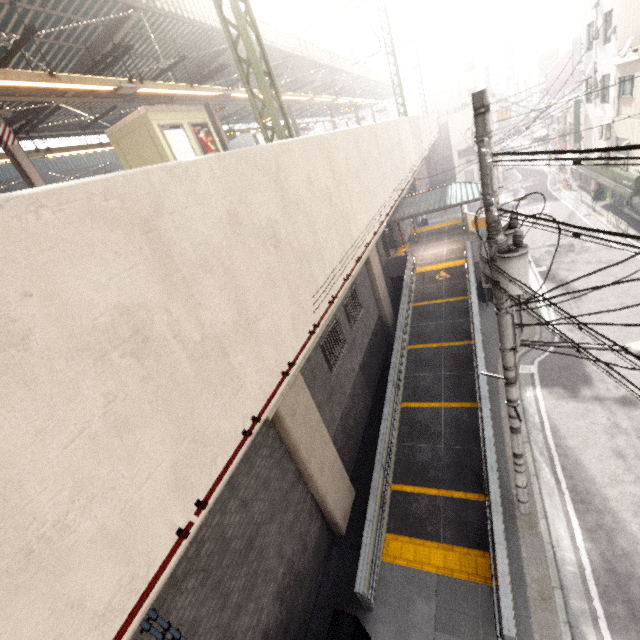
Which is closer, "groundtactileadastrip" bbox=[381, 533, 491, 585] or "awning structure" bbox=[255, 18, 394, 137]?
"groundtactileadastrip" bbox=[381, 533, 491, 585]

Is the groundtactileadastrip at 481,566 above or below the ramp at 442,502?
below

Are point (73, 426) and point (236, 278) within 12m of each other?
yes

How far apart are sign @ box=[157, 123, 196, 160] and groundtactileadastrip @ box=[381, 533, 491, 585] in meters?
14.1 m

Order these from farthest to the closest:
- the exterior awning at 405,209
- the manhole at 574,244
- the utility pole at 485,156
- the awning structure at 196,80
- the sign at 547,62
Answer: the sign at 547,62 < the manhole at 574,244 < the exterior awning at 405,209 < the awning structure at 196,80 < the utility pole at 485,156

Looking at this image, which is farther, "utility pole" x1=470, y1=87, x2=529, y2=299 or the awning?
the awning

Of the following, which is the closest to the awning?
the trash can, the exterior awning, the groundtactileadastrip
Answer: the exterior awning

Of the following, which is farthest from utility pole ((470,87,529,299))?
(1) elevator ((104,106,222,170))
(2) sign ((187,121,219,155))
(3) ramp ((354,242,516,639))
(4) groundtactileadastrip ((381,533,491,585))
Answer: (2) sign ((187,121,219,155))
